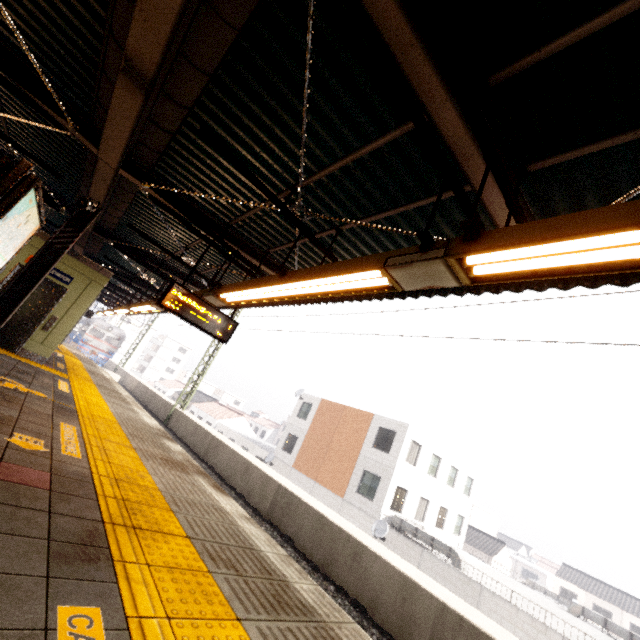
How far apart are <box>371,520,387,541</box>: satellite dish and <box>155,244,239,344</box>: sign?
16.6m

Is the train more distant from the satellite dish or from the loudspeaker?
the loudspeaker

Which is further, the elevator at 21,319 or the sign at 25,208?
the elevator at 21,319

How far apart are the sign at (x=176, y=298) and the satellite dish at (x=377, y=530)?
16.6m

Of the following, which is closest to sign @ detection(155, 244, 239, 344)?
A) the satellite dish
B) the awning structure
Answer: the awning structure

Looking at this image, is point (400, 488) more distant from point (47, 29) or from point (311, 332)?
point (47, 29)

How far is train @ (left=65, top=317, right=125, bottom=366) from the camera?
33.4 meters

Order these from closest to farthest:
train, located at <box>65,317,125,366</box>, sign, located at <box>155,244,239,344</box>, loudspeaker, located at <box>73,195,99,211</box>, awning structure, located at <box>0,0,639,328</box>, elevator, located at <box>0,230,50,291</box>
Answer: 1. awning structure, located at <box>0,0,639,328</box>
2. sign, located at <box>155,244,239,344</box>
3. loudspeaker, located at <box>73,195,99,211</box>
4. elevator, located at <box>0,230,50,291</box>
5. train, located at <box>65,317,125,366</box>
